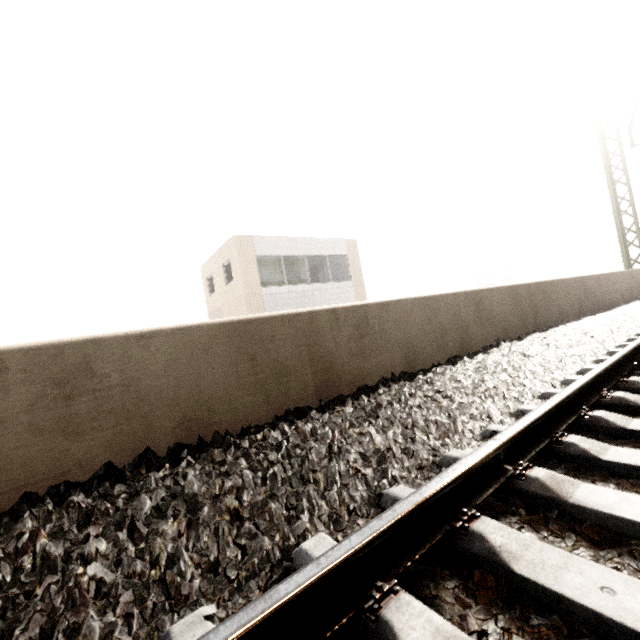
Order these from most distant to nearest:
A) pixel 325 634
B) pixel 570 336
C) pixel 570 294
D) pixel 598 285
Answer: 1. pixel 598 285
2. pixel 570 294
3. pixel 570 336
4. pixel 325 634
